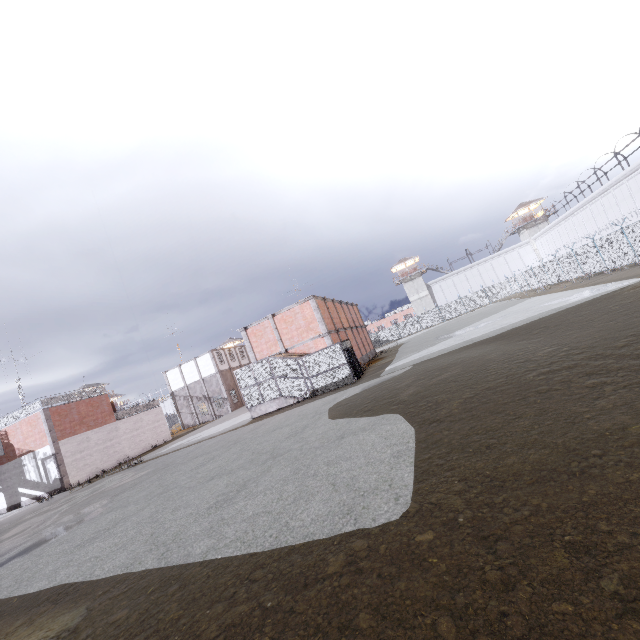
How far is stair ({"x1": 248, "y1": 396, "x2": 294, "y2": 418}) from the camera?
23.0m

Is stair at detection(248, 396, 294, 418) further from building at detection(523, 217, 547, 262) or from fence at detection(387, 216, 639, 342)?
building at detection(523, 217, 547, 262)

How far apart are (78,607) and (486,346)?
15.79m

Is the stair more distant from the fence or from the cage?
the fence

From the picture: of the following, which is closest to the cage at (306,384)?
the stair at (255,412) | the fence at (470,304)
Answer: the stair at (255,412)

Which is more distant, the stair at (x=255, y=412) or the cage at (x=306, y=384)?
the stair at (x=255, y=412)

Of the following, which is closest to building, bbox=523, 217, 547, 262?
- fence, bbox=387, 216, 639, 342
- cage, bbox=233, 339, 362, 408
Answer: fence, bbox=387, 216, 639, 342

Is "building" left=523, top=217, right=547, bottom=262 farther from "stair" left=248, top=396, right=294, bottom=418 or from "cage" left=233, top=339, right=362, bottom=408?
"stair" left=248, top=396, right=294, bottom=418
